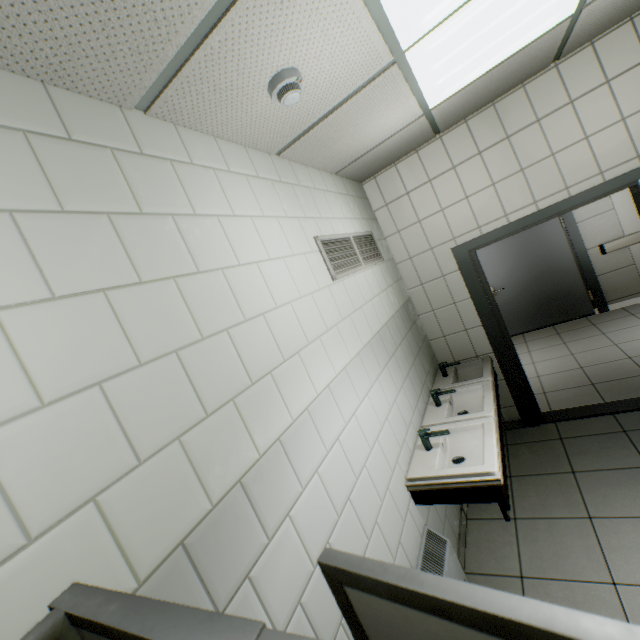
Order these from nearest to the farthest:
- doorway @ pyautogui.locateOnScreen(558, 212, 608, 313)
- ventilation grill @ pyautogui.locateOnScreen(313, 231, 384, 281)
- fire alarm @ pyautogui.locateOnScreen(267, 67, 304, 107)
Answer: fire alarm @ pyautogui.locateOnScreen(267, 67, 304, 107)
ventilation grill @ pyautogui.locateOnScreen(313, 231, 384, 281)
doorway @ pyautogui.locateOnScreen(558, 212, 608, 313)

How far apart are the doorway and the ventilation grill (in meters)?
3.68

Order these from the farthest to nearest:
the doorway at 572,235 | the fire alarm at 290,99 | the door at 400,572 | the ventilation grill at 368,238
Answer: the doorway at 572,235 < the ventilation grill at 368,238 < the fire alarm at 290,99 < the door at 400,572

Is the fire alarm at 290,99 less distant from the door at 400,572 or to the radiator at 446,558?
the door at 400,572

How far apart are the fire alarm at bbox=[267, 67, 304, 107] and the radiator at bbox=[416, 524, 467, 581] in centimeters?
263cm

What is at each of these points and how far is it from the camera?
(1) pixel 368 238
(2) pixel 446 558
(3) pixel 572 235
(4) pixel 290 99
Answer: (1) ventilation grill, 3.2m
(2) radiator, 2.0m
(3) doorway, 5.5m
(4) fire alarm, 1.5m

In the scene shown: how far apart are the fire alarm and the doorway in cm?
553

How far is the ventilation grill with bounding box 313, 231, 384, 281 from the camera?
2.26m
